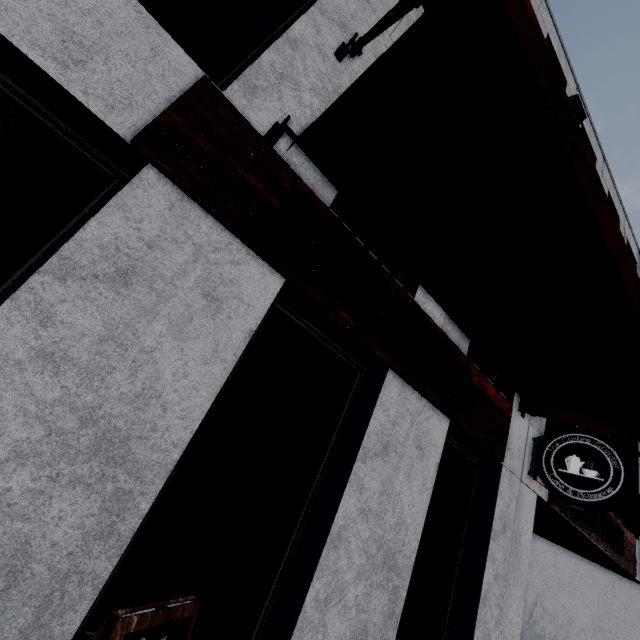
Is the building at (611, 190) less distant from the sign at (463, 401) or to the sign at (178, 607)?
the sign at (463, 401)

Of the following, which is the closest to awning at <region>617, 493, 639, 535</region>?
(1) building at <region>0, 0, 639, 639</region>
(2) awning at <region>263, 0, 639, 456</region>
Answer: (1) building at <region>0, 0, 639, 639</region>

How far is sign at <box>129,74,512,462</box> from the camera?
2.5m

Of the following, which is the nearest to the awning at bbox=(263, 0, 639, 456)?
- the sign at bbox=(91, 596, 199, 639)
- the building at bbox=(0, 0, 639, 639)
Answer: the building at bbox=(0, 0, 639, 639)

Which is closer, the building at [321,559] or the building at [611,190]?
the building at [321,559]

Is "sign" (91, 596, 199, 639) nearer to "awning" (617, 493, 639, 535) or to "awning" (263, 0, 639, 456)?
"awning" (263, 0, 639, 456)

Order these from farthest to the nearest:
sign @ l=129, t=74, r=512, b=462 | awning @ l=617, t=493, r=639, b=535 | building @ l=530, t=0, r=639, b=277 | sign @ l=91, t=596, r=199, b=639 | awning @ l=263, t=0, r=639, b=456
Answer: building @ l=530, t=0, r=639, b=277
awning @ l=617, t=493, r=639, b=535
sign @ l=129, t=74, r=512, b=462
awning @ l=263, t=0, r=639, b=456
sign @ l=91, t=596, r=199, b=639

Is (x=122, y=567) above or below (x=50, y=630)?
above
